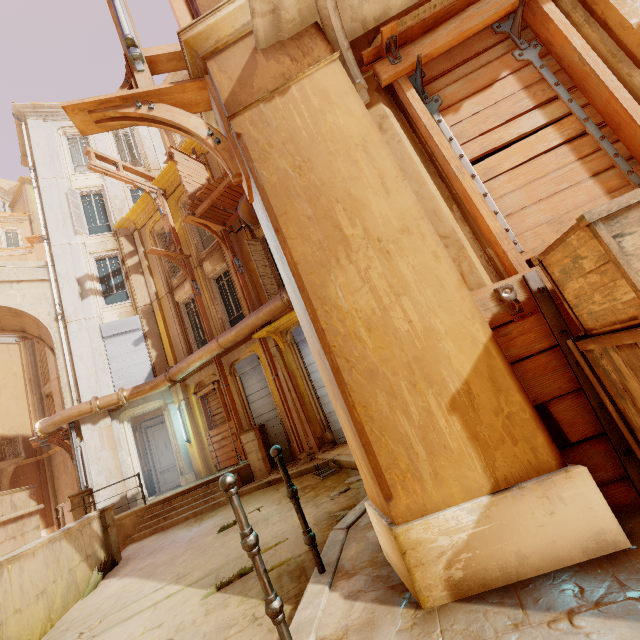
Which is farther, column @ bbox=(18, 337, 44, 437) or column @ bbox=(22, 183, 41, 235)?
column @ bbox=(22, 183, 41, 235)

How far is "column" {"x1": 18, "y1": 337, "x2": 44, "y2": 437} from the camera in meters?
20.4

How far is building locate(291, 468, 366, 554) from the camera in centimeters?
402cm

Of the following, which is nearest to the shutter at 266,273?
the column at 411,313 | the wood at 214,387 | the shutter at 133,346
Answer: the wood at 214,387

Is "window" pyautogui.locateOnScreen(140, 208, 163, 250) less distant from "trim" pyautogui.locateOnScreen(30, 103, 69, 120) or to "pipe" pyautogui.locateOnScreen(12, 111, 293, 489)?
"pipe" pyautogui.locateOnScreen(12, 111, 293, 489)

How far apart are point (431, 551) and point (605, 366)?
1.4m

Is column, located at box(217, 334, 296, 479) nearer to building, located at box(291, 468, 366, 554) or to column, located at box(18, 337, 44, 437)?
building, located at box(291, 468, 366, 554)

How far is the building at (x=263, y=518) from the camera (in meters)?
2.82
